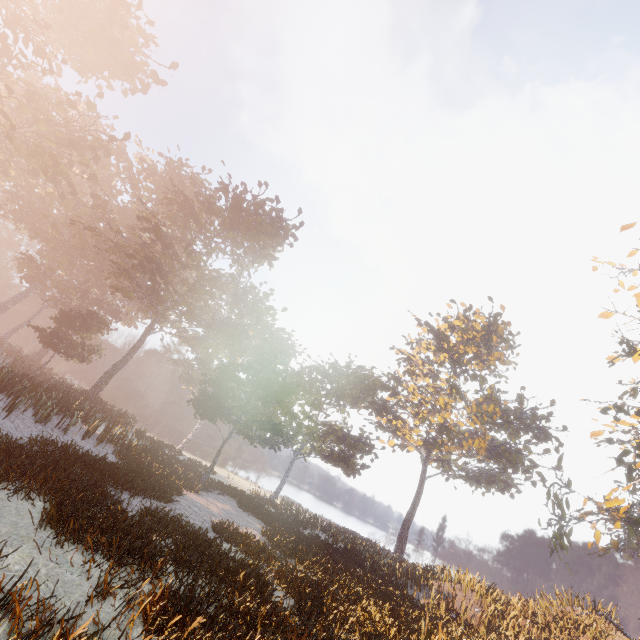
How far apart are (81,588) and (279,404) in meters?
15.0

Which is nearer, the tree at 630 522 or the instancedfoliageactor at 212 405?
the instancedfoliageactor at 212 405

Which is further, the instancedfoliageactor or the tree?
the tree
